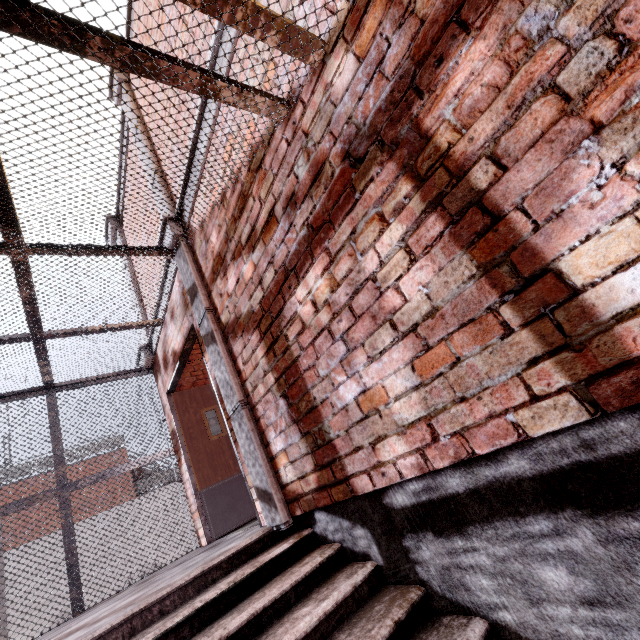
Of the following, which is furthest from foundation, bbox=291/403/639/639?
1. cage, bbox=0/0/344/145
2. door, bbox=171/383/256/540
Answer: door, bbox=171/383/256/540

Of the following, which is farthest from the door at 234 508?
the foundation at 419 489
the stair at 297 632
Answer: the foundation at 419 489

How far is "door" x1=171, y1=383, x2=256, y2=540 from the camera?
4.5 meters

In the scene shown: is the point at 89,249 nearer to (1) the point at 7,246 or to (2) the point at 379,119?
(1) the point at 7,246

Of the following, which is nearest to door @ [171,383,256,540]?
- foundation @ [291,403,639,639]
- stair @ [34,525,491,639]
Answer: stair @ [34,525,491,639]

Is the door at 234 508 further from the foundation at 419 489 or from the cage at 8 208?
the foundation at 419 489

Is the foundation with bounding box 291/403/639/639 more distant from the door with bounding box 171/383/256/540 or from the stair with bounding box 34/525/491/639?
the door with bounding box 171/383/256/540

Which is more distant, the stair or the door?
the door
